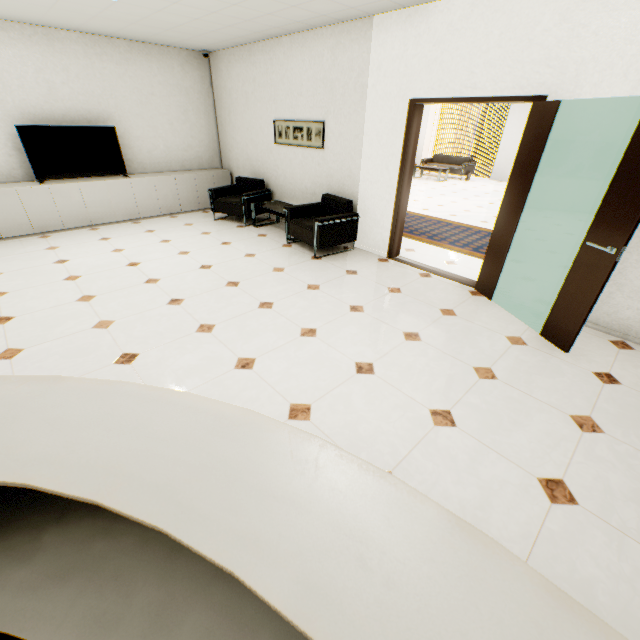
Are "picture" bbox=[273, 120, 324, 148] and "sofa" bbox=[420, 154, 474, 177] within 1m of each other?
no

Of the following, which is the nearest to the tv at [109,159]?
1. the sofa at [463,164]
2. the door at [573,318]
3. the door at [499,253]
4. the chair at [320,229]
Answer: the chair at [320,229]

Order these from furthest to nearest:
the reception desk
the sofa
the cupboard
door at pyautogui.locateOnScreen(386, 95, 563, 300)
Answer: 1. the sofa
2. the cupboard
3. door at pyautogui.locateOnScreen(386, 95, 563, 300)
4. the reception desk

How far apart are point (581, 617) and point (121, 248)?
6.18m

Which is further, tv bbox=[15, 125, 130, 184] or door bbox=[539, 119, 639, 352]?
tv bbox=[15, 125, 130, 184]

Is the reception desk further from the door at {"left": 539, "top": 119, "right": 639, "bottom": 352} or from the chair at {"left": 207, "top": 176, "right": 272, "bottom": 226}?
the chair at {"left": 207, "top": 176, "right": 272, "bottom": 226}

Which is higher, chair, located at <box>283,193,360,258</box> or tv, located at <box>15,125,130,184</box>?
tv, located at <box>15,125,130,184</box>

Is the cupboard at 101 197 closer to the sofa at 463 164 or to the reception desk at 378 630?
the reception desk at 378 630
